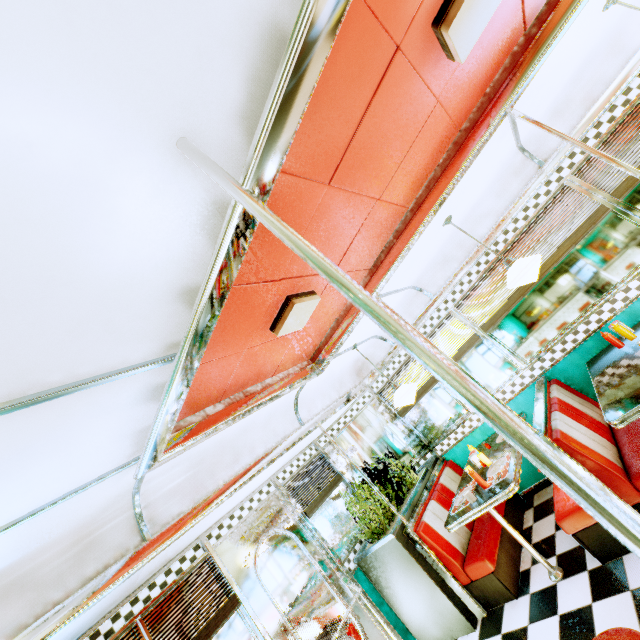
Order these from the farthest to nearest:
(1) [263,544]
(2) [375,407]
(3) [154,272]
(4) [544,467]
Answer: (2) [375,407] < (1) [263,544] < (3) [154,272] < (4) [544,467]

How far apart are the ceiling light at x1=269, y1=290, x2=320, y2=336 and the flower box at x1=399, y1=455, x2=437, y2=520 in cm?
292

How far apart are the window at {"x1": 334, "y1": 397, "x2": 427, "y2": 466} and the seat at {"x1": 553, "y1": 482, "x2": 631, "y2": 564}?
1.82m

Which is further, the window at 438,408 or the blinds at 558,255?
the window at 438,408

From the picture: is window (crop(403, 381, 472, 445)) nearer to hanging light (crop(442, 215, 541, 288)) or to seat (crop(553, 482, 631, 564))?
seat (crop(553, 482, 631, 564))

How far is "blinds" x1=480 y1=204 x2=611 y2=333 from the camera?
3.6 meters

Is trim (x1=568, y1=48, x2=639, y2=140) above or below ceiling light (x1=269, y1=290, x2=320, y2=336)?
below

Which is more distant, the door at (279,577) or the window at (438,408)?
the window at (438,408)
